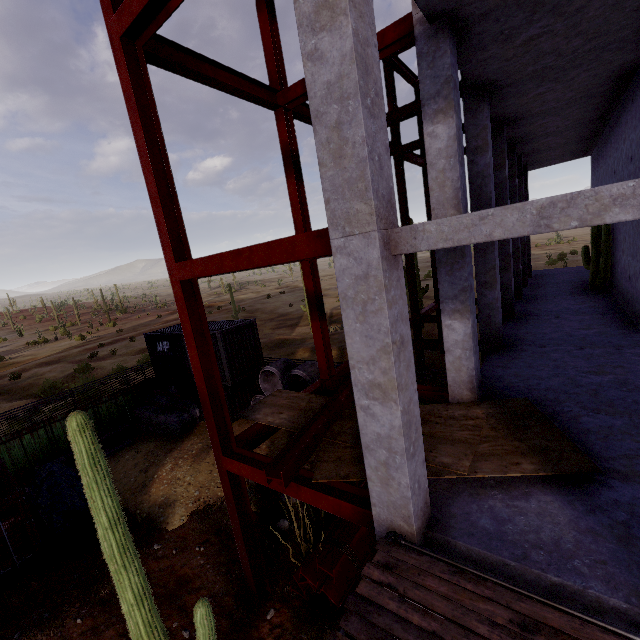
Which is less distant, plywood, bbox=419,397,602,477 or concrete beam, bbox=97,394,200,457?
plywood, bbox=419,397,602,477

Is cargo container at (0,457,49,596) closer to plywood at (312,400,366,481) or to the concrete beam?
the concrete beam

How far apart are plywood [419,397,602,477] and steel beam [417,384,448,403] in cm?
129

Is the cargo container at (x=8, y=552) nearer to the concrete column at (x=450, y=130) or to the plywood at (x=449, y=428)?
the plywood at (x=449, y=428)

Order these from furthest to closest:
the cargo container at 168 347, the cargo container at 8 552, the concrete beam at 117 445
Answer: the cargo container at 168 347 < the concrete beam at 117 445 < the cargo container at 8 552

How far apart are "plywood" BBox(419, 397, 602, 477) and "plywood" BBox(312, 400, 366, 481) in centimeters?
82cm

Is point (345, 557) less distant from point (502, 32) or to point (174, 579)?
point (174, 579)

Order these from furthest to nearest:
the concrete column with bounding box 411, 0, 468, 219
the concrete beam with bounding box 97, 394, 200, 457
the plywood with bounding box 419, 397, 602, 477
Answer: the concrete beam with bounding box 97, 394, 200, 457
the concrete column with bounding box 411, 0, 468, 219
the plywood with bounding box 419, 397, 602, 477
